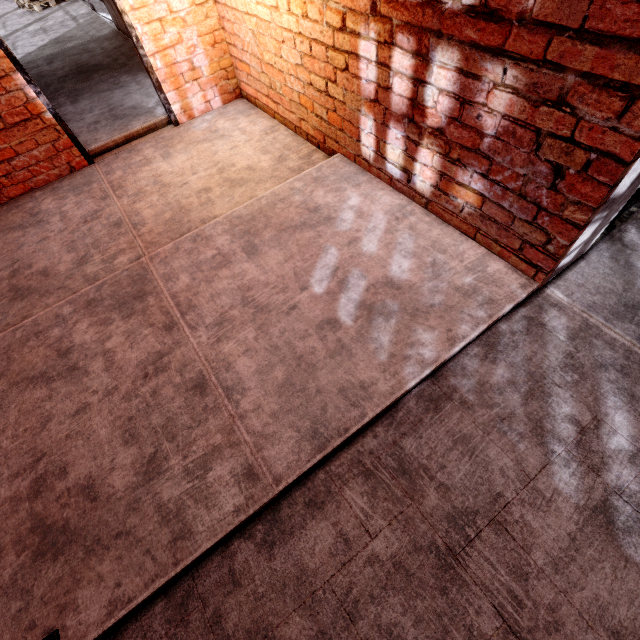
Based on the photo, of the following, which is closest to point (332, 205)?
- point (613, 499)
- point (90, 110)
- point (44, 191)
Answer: point (613, 499)
